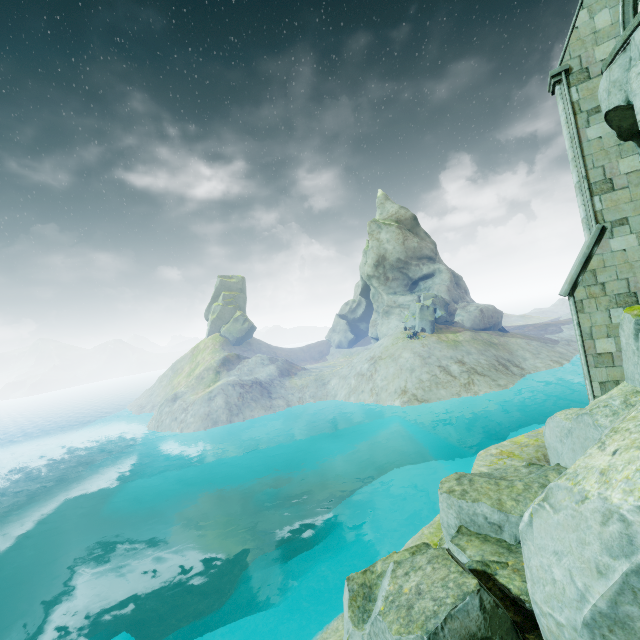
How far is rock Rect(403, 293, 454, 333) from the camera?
42.7 meters

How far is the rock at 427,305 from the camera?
42.69m

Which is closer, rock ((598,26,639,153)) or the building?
rock ((598,26,639,153))

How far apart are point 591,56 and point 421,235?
49.44m

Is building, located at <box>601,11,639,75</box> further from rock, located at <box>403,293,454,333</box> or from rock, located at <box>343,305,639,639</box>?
rock, located at <box>403,293,454,333</box>

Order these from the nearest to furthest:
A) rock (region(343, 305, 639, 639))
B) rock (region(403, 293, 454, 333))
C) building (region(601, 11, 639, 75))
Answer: rock (region(343, 305, 639, 639))
building (region(601, 11, 639, 75))
rock (region(403, 293, 454, 333))

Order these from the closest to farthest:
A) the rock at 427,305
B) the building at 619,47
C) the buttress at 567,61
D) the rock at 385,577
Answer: the rock at 385,577
the building at 619,47
the buttress at 567,61
the rock at 427,305

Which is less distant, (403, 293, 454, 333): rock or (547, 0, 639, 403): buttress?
(547, 0, 639, 403): buttress
